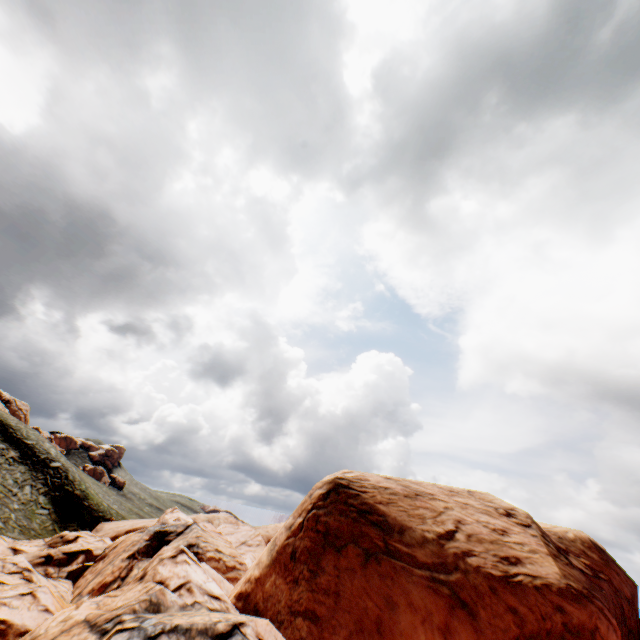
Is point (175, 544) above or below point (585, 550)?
below
